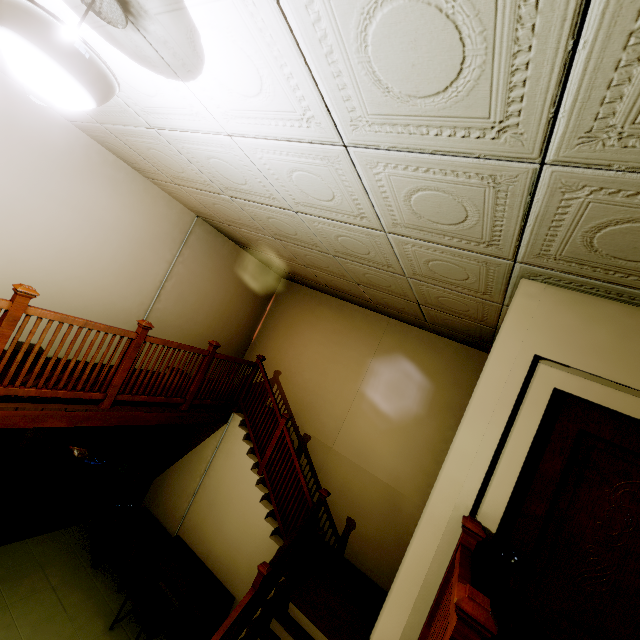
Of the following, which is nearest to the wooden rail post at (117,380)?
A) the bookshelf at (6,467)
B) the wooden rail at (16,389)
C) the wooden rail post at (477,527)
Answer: the wooden rail at (16,389)

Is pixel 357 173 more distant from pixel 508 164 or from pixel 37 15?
pixel 37 15

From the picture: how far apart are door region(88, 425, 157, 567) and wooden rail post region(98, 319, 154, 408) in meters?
1.9 m

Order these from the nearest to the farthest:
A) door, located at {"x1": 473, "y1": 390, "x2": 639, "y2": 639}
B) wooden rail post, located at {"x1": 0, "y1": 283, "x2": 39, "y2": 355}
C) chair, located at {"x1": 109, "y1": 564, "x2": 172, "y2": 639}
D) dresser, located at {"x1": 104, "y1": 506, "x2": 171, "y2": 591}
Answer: door, located at {"x1": 473, "y1": 390, "x2": 639, "y2": 639}
wooden rail post, located at {"x1": 0, "y1": 283, "x2": 39, "y2": 355}
chair, located at {"x1": 109, "y1": 564, "x2": 172, "y2": 639}
dresser, located at {"x1": 104, "y1": 506, "x2": 171, "y2": 591}

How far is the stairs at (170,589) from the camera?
5.1m

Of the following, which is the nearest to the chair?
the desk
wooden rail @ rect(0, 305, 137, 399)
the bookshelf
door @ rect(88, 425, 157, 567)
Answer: the desk

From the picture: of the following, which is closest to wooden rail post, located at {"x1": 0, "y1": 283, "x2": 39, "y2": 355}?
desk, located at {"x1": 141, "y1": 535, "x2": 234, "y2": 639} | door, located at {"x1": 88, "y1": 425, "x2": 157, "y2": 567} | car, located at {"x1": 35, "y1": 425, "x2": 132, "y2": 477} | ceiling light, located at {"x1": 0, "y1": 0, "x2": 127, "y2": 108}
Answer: ceiling light, located at {"x1": 0, "y1": 0, "x2": 127, "y2": 108}

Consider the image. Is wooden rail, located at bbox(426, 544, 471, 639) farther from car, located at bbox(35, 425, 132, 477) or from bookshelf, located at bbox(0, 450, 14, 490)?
car, located at bbox(35, 425, 132, 477)
